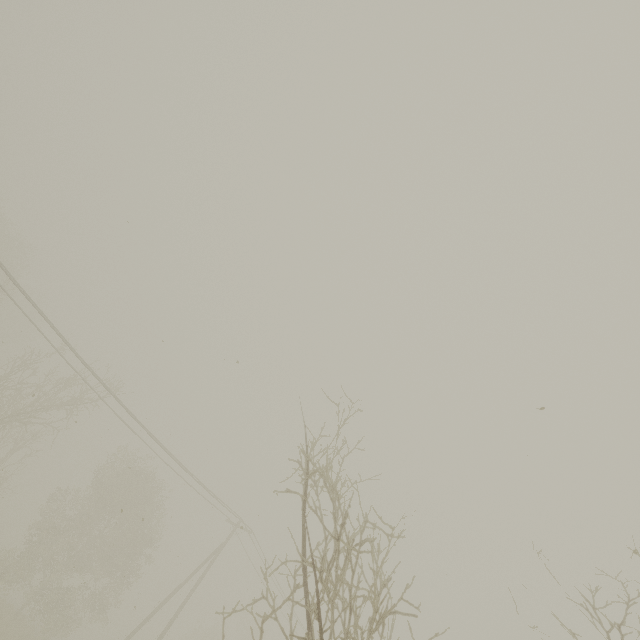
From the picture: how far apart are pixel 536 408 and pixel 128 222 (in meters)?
7.99
